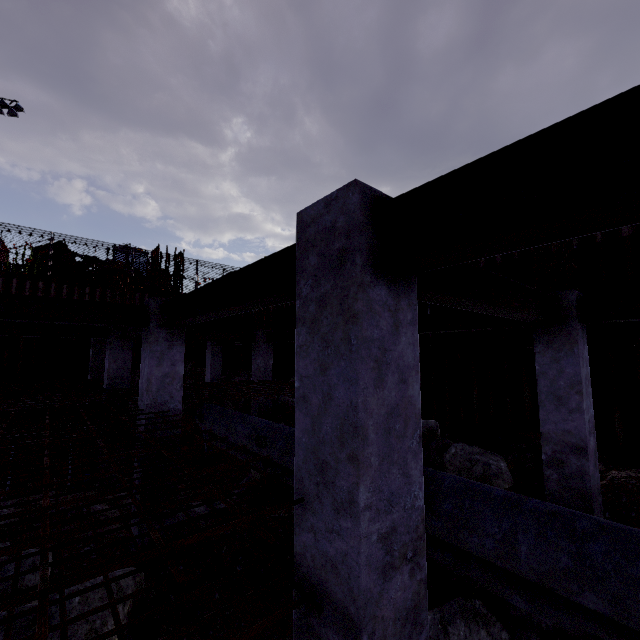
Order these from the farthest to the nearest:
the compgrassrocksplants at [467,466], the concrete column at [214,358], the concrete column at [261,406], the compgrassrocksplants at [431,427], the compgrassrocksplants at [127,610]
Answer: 1. the concrete column at [214,358]
2. the concrete column at [261,406]
3. the compgrassrocksplants at [431,427]
4. the compgrassrocksplants at [467,466]
5. the compgrassrocksplants at [127,610]

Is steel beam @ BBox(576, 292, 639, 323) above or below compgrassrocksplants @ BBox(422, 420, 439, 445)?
above

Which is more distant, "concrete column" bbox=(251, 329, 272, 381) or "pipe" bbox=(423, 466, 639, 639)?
"concrete column" bbox=(251, 329, 272, 381)

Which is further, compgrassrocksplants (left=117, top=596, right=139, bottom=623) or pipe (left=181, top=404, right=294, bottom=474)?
pipe (left=181, top=404, right=294, bottom=474)

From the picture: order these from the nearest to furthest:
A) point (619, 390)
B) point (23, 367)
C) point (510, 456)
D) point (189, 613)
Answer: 1. point (189, 613)
2. point (619, 390)
3. point (510, 456)
4. point (23, 367)

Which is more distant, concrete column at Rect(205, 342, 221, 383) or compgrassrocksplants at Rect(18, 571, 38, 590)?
concrete column at Rect(205, 342, 221, 383)

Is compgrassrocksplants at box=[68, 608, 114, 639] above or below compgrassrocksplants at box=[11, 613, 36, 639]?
below

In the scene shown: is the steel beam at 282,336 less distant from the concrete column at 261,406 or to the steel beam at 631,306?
the concrete column at 261,406
